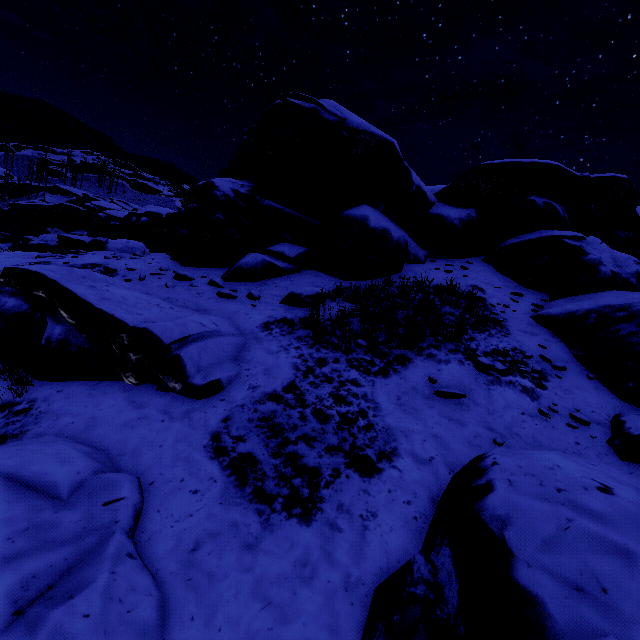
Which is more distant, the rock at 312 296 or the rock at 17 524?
the rock at 312 296

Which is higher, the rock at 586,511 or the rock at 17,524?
the rock at 586,511

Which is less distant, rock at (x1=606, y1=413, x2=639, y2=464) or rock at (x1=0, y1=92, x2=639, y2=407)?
rock at (x1=606, y1=413, x2=639, y2=464)

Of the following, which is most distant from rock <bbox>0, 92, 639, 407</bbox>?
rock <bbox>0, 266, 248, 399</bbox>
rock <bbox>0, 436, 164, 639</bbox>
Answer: rock <bbox>0, 266, 248, 399</bbox>

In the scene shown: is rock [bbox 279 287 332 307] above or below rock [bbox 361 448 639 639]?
above

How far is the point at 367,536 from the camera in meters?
3.0 m
